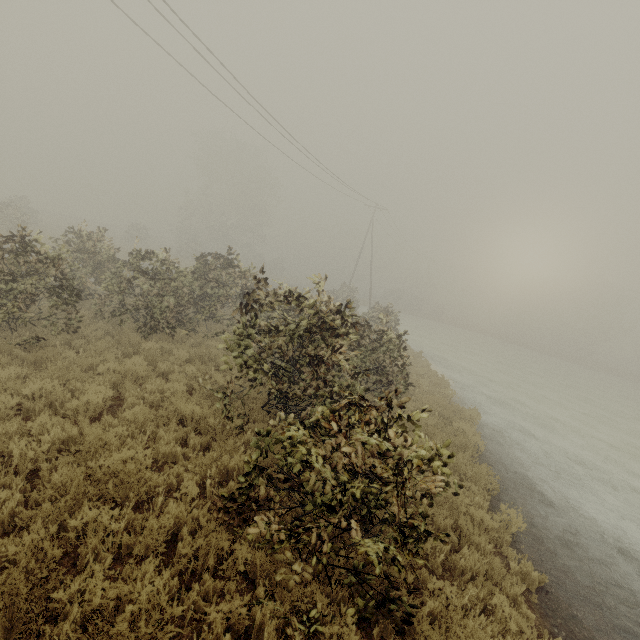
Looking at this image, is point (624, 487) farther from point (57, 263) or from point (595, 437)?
point (57, 263)
